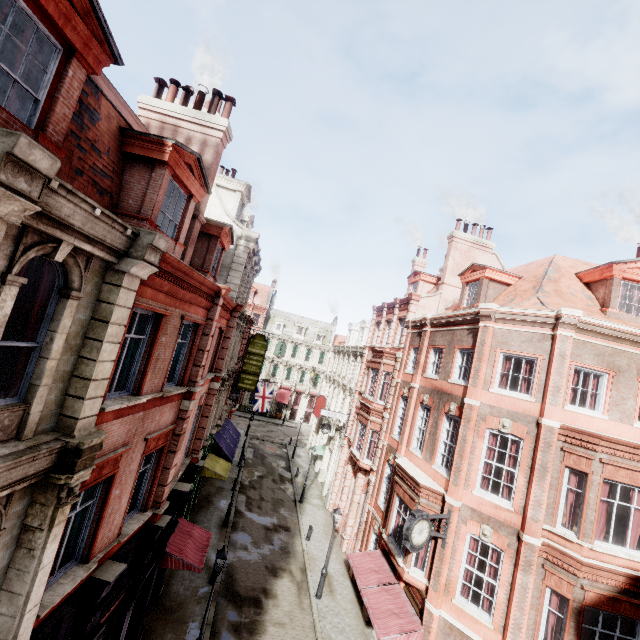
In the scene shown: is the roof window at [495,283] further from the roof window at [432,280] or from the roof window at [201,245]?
the roof window at [201,245]

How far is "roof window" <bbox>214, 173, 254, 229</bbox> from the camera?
17.8 meters

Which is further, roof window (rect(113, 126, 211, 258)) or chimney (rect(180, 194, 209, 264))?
chimney (rect(180, 194, 209, 264))

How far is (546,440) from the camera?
11.3 meters

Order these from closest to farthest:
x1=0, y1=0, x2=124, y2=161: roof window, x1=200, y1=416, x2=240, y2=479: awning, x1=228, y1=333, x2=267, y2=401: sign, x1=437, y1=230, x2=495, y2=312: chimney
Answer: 1. x1=0, y1=0, x2=124, y2=161: roof window
2. x1=200, y1=416, x2=240, y2=479: awning
3. x1=437, y1=230, x2=495, y2=312: chimney
4. x1=228, y1=333, x2=267, y2=401: sign

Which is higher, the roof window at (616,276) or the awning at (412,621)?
the roof window at (616,276)

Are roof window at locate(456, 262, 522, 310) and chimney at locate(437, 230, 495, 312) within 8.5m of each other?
yes

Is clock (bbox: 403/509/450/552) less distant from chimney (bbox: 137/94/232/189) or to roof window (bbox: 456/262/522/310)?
roof window (bbox: 456/262/522/310)
